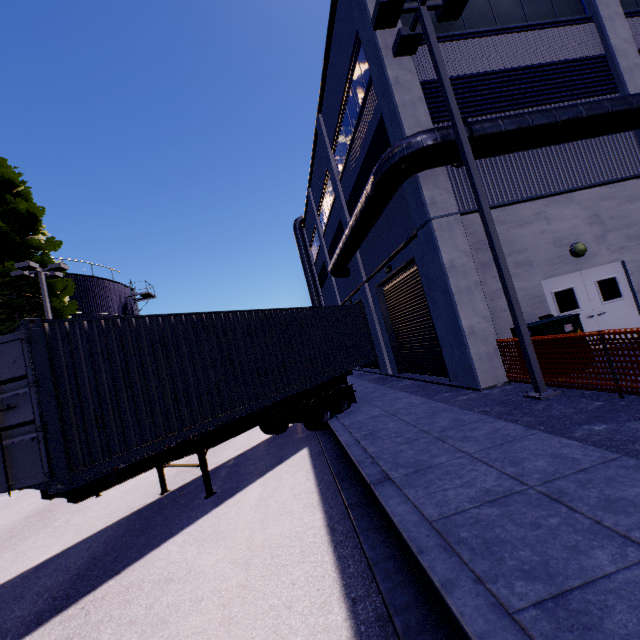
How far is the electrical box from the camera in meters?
7.9 m

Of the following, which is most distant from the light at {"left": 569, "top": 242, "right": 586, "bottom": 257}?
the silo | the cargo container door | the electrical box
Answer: the silo

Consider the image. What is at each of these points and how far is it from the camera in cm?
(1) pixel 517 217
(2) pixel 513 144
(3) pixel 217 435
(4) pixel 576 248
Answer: (1) building, 985
(2) vent duct, 870
(3) semi trailer, 695
(4) light, 973

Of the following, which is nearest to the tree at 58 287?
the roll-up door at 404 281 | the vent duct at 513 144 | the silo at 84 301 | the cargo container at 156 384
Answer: the cargo container at 156 384

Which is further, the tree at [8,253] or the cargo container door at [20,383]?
the tree at [8,253]

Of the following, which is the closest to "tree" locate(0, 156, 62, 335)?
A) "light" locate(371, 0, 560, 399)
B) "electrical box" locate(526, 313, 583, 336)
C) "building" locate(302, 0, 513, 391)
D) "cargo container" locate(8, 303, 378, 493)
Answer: "building" locate(302, 0, 513, 391)

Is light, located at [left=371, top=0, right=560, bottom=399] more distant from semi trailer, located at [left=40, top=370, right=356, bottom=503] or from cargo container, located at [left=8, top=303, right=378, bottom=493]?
semi trailer, located at [left=40, top=370, right=356, bottom=503]

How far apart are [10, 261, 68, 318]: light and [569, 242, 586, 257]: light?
22.66m
